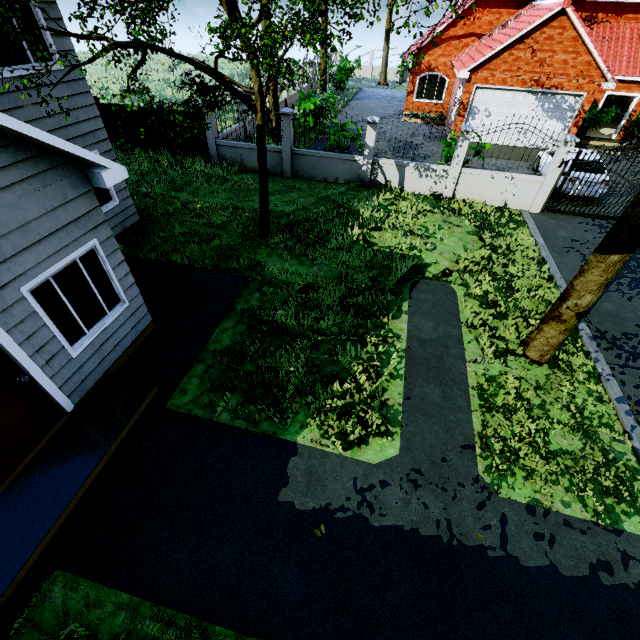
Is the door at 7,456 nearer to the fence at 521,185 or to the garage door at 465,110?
the fence at 521,185

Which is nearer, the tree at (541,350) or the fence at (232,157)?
the tree at (541,350)

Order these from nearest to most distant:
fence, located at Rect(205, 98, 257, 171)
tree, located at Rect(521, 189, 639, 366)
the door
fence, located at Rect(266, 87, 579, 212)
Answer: the door
tree, located at Rect(521, 189, 639, 366)
fence, located at Rect(266, 87, 579, 212)
fence, located at Rect(205, 98, 257, 171)

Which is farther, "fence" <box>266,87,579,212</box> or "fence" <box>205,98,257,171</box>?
"fence" <box>205,98,257,171</box>

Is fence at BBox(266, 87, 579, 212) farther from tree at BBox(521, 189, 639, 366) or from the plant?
the plant

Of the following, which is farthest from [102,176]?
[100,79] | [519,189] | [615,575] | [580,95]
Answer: [100,79]

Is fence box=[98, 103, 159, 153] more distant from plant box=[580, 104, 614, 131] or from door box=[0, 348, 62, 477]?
door box=[0, 348, 62, 477]
